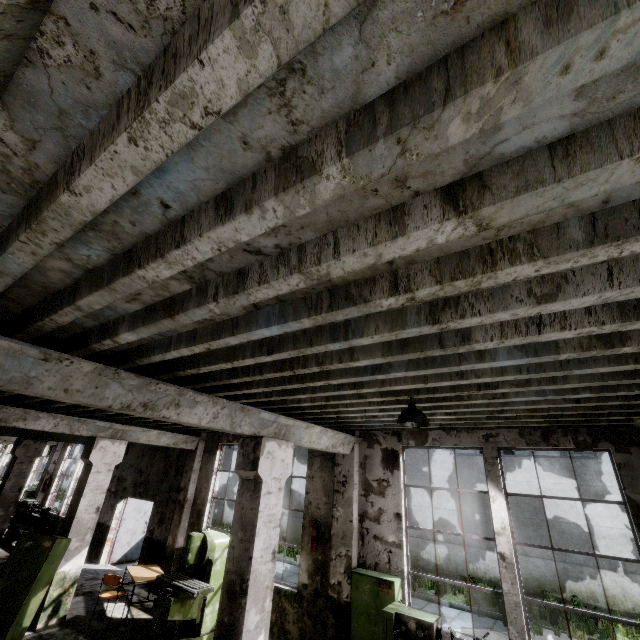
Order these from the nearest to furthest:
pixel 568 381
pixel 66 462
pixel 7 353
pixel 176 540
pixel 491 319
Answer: pixel 491 319
pixel 7 353
pixel 568 381
pixel 176 540
pixel 66 462

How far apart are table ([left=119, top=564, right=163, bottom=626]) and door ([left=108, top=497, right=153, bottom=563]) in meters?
4.2

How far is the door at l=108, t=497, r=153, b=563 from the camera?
12.2m

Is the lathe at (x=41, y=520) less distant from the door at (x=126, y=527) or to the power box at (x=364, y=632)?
the door at (x=126, y=527)

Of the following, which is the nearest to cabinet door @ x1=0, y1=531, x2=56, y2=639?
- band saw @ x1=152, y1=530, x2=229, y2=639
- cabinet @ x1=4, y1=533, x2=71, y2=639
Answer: cabinet @ x1=4, y1=533, x2=71, y2=639

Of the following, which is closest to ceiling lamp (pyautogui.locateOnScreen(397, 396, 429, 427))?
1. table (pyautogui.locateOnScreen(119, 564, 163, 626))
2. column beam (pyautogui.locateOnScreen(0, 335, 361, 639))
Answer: column beam (pyautogui.locateOnScreen(0, 335, 361, 639))

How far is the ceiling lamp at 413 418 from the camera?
4.2 meters

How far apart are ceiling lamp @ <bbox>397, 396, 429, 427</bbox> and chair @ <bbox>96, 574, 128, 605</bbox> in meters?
8.1 m
